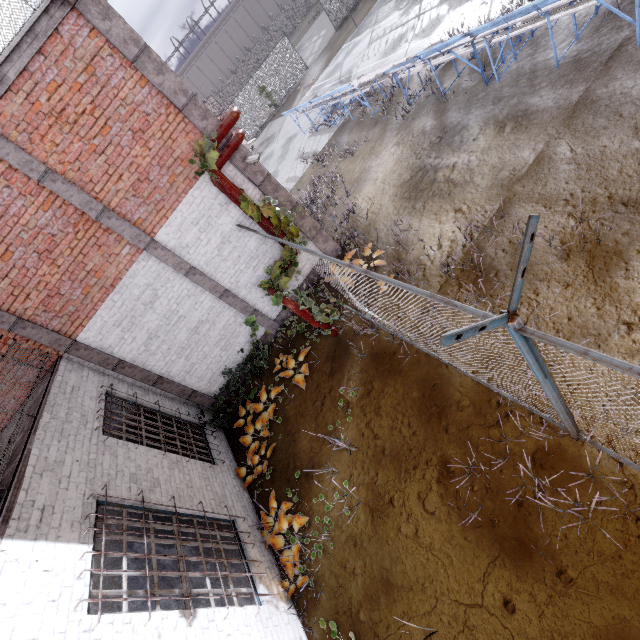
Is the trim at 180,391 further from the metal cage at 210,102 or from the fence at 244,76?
the metal cage at 210,102

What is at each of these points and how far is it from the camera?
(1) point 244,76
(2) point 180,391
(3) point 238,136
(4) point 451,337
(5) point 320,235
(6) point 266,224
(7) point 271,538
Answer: (1) fence, 47.8m
(2) trim, 8.6m
(3) pipe, 7.0m
(4) fence, 1.9m
(5) trim, 9.0m
(6) pipe, 7.3m
(7) plant, 5.9m

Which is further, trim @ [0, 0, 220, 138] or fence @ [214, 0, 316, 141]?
fence @ [214, 0, 316, 141]

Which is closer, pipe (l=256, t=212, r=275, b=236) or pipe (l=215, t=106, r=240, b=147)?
pipe (l=215, t=106, r=240, b=147)

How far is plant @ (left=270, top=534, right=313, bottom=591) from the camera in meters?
5.2 m

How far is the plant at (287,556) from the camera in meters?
5.2

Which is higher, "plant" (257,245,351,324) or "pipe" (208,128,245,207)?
"pipe" (208,128,245,207)

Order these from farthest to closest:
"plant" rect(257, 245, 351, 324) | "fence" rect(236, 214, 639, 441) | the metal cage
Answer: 1. the metal cage
2. "plant" rect(257, 245, 351, 324)
3. "fence" rect(236, 214, 639, 441)
